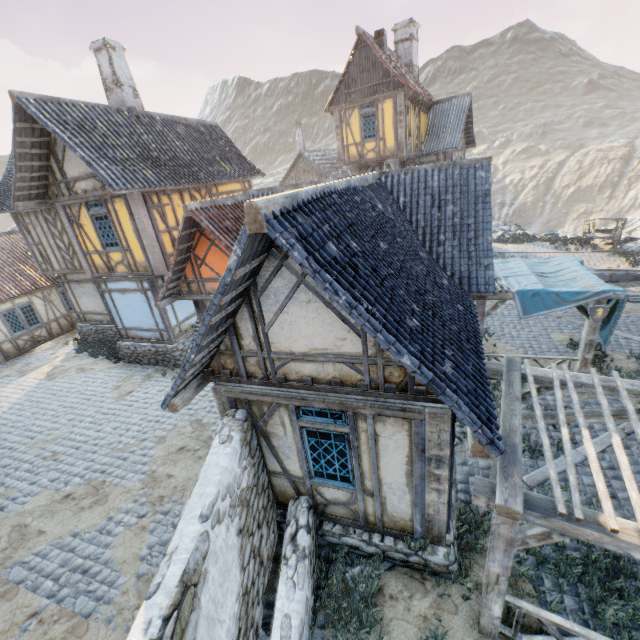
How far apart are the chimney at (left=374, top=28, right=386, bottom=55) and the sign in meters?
17.3

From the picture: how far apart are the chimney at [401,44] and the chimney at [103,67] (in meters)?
16.87

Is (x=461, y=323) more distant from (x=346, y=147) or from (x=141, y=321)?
(x=346, y=147)

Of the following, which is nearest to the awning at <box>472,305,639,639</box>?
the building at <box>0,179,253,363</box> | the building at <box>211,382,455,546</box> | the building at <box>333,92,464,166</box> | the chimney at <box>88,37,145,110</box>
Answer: the building at <box>211,382,455,546</box>

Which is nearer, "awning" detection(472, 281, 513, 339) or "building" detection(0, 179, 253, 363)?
"awning" detection(472, 281, 513, 339)

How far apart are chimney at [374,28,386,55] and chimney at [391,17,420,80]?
4.59m

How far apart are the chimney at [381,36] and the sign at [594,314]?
17.3 meters

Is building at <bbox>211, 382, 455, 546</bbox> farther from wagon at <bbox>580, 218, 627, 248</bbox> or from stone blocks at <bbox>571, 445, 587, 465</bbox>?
wagon at <bbox>580, 218, 627, 248</bbox>
